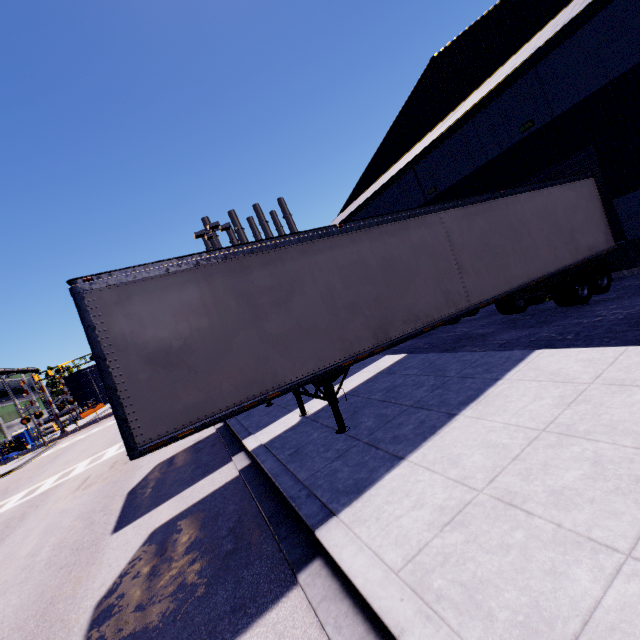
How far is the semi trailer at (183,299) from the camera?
4.98m

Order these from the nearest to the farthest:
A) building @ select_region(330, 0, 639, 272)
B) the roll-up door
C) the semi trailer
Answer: the semi trailer, building @ select_region(330, 0, 639, 272), the roll-up door

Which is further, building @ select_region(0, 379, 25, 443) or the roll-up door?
building @ select_region(0, 379, 25, 443)

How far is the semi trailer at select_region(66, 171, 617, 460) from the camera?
5.0m

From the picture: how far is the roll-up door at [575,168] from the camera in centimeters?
1102cm

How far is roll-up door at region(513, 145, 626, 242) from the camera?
11.02m

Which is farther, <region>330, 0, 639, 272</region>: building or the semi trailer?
<region>330, 0, 639, 272</region>: building

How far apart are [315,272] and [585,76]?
11.8 meters
